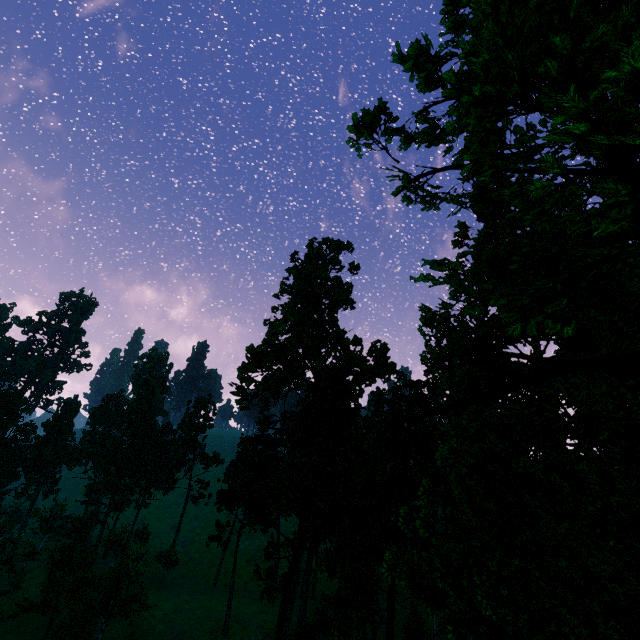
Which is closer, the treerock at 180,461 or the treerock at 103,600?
the treerock at 103,600

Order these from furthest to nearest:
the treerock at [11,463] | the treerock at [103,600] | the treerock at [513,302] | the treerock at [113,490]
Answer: the treerock at [113,490], the treerock at [11,463], the treerock at [103,600], the treerock at [513,302]

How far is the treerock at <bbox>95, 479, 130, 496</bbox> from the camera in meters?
57.4 m

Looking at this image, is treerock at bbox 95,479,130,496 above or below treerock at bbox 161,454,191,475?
below

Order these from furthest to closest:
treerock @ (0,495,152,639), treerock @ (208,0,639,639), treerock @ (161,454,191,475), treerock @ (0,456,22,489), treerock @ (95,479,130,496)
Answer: treerock @ (161,454,191,475)
treerock @ (95,479,130,496)
treerock @ (0,456,22,489)
treerock @ (0,495,152,639)
treerock @ (208,0,639,639)

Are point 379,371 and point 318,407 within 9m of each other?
no
